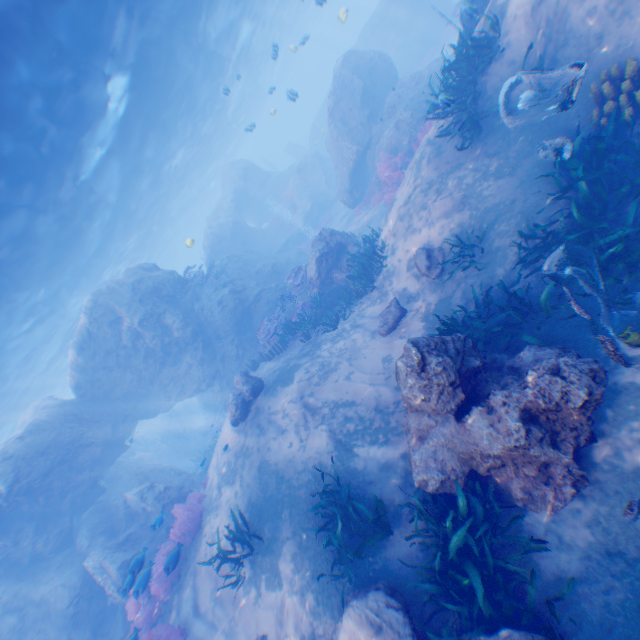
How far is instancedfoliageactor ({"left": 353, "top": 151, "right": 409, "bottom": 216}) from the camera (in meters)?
15.35

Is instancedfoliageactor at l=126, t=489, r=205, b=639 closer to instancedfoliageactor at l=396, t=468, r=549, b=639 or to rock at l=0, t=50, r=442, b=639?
rock at l=0, t=50, r=442, b=639

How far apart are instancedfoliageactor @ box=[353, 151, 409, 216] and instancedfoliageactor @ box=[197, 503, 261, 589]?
14.1 meters

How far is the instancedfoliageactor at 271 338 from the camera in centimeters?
1245cm

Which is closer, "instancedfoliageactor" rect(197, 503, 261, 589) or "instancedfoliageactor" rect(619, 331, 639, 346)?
"instancedfoliageactor" rect(619, 331, 639, 346)

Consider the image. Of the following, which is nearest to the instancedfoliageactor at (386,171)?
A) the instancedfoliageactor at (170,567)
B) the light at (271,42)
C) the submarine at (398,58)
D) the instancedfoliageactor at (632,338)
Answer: the submarine at (398,58)

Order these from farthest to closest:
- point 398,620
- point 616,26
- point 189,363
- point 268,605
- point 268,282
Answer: point 268,282
point 189,363
point 268,605
point 616,26
point 398,620

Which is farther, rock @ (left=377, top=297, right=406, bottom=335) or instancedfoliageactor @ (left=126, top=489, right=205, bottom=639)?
rock @ (left=377, top=297, right=406, bottom=335)
